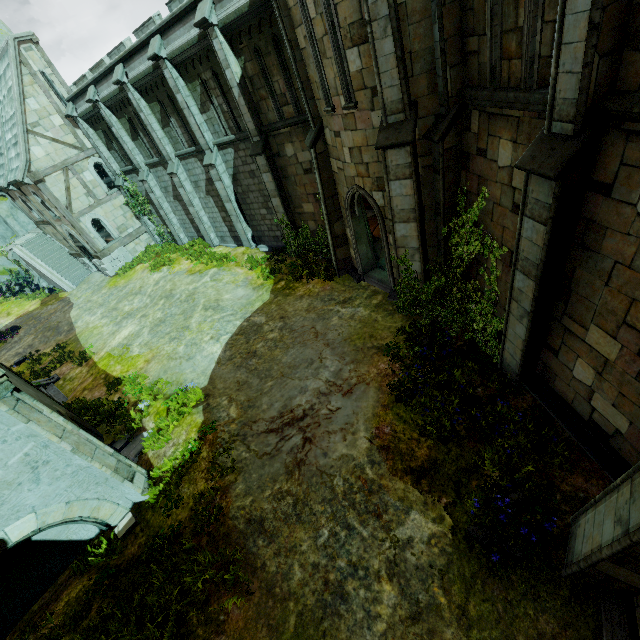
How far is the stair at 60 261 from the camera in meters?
25.3 m

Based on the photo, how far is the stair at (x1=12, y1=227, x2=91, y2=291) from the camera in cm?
2531

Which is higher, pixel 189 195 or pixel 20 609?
pixel 189 195

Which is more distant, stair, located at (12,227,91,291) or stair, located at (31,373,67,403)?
stair, located at (12,227,91,291)

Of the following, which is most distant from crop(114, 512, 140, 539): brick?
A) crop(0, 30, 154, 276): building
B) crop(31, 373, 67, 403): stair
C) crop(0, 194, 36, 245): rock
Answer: crop(0, 194, 36, 245): rock

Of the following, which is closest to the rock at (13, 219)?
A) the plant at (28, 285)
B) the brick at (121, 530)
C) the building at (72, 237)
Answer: the plant at (28, 285)

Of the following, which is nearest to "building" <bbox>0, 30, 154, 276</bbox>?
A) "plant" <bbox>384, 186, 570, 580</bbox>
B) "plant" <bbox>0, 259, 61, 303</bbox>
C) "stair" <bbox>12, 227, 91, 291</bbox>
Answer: "stair" <bbox>12, 227, 91, 291</bbox>

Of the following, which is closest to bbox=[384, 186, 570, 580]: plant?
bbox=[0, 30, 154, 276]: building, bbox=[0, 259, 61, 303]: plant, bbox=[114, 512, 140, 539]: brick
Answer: bbox=[114, 512, 140, 539]: brick
